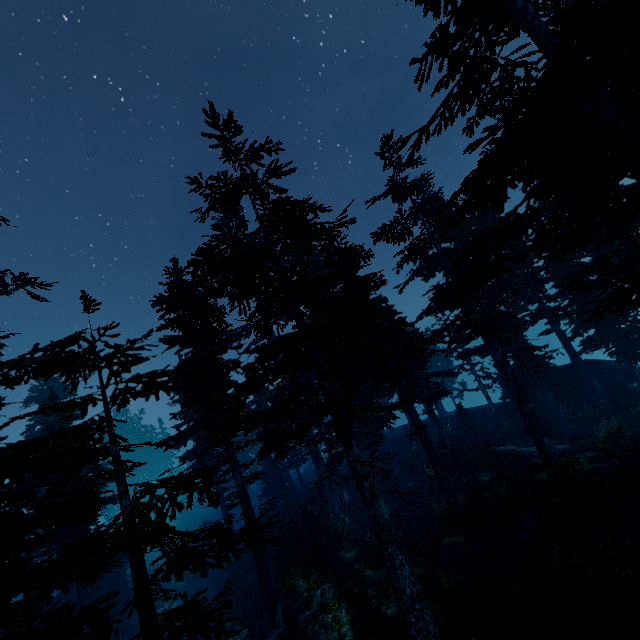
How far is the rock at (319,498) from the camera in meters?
24.6

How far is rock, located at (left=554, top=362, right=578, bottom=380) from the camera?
26.3 meters

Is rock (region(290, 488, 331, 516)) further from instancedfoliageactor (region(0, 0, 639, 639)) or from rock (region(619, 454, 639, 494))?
rock (region(619, 454, 639, 494))

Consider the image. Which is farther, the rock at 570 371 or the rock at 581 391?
the rock at 570 371

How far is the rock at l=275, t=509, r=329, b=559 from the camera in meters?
17.0 m

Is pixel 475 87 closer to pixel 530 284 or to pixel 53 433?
pixel 530 284

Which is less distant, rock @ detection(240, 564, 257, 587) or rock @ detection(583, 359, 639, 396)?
rock @ detection(240, 564, 257, 587)

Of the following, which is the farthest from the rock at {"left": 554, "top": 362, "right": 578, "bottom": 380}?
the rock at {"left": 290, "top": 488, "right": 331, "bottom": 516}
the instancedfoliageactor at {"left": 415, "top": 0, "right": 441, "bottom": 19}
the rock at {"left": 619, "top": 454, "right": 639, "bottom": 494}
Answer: the rock at {"left": 290, "top": 488, "right": 331, "bottom": 516}
